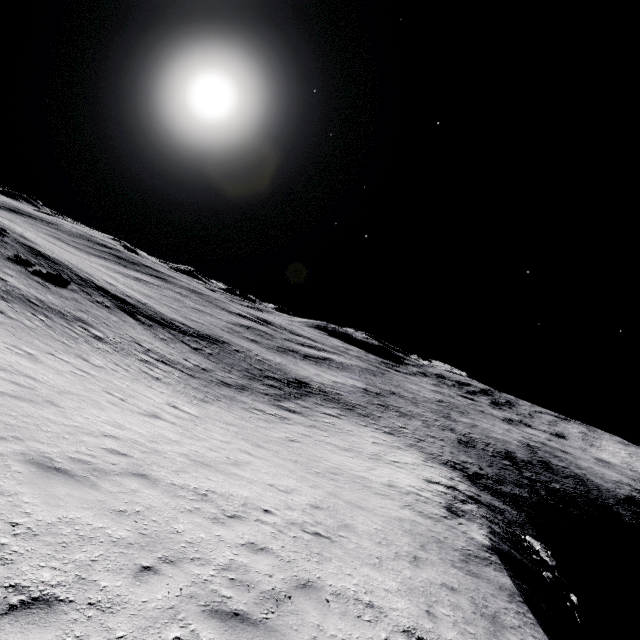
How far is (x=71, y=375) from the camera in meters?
12.5
